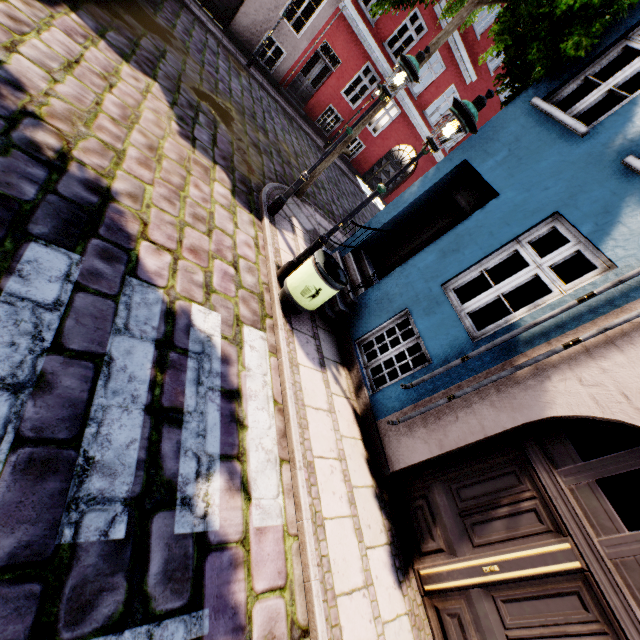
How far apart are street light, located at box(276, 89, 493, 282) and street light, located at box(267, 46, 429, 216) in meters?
1.5 m

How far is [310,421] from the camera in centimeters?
426cm

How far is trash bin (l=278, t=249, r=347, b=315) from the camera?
4.8m

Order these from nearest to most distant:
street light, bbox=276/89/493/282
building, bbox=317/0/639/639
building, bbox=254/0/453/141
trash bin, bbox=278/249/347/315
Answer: building, bbox=317/0/639/639 → street light, bbox=276/89/493/282 → trash bin, bbox=278/249/347/315 → building, bbox=254/0/453/141

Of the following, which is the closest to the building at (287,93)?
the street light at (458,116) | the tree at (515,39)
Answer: the tree at (515,39)

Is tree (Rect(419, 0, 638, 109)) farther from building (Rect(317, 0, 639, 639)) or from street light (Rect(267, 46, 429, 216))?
street light (Rect(267, 46, 429, 216))

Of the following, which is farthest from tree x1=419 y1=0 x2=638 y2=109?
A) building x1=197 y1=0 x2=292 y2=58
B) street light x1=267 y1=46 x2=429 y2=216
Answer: street light x1=267 y1=46 x2=429 y2=216

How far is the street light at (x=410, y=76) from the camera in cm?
512
